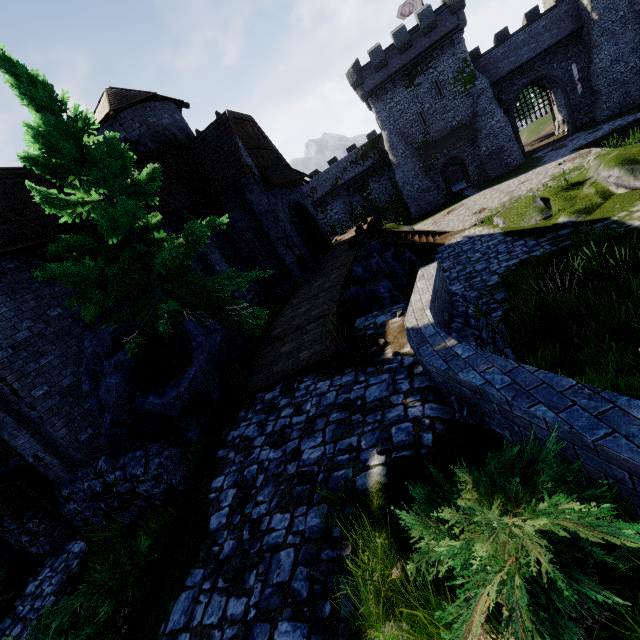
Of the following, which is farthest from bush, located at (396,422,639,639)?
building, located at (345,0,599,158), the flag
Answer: the flag

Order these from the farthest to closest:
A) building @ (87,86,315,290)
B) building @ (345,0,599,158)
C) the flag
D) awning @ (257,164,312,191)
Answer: the flag, building @ (345,0,599,158), awning @ (257,164,312,191), building @ (87,86,315,290)

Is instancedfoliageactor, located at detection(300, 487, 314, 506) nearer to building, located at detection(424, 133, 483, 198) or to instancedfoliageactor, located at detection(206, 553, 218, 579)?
instancedfoliageactor, located at detection(206, 553, 218, 579)

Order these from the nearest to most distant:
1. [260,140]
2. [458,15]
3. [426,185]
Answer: [260,140]
[458,15]
[426,185]

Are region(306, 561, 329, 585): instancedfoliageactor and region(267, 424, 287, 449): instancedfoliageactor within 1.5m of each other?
no

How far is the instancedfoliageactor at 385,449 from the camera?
4.0 meters

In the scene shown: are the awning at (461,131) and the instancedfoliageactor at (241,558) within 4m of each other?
no

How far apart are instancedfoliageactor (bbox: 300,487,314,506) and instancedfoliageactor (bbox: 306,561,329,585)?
0.7m
